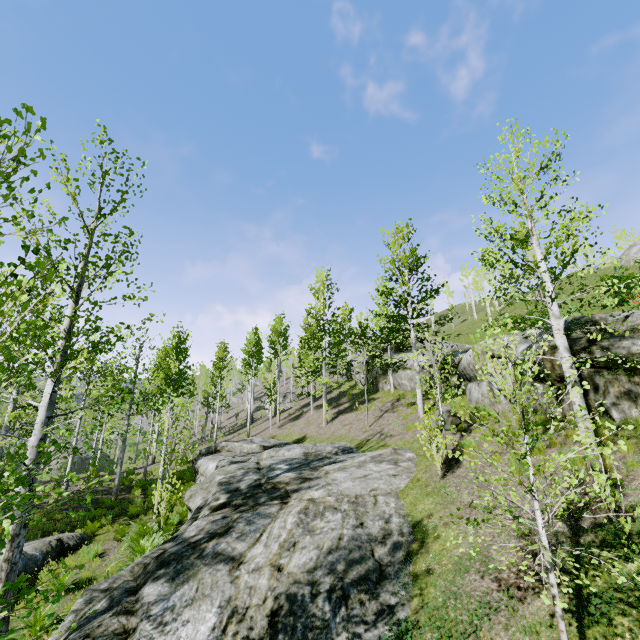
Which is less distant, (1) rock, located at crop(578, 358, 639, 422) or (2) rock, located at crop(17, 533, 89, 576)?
(1) rock, located at crop(578, 358, 639, 422)

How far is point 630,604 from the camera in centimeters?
446cm

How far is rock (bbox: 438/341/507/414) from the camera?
12.48m

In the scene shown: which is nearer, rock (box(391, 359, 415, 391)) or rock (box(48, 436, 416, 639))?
rock (box(48, 436, 416, 639))

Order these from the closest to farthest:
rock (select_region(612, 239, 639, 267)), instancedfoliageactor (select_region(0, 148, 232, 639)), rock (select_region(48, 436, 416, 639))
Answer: instancedfoliageactor (select_region(0, 148, 232, 639))
rock (select_region(48, 436, 416, 639))
rock (select_region(612, 239, 639, 267))

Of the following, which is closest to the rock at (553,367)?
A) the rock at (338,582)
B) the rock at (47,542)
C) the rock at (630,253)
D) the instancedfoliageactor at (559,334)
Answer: the rock at (338,582)

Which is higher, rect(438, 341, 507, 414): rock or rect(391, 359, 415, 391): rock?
rect(391, 359, 415, 391): rock

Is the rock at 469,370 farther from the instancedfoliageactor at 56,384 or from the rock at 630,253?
the rock at 630,253
